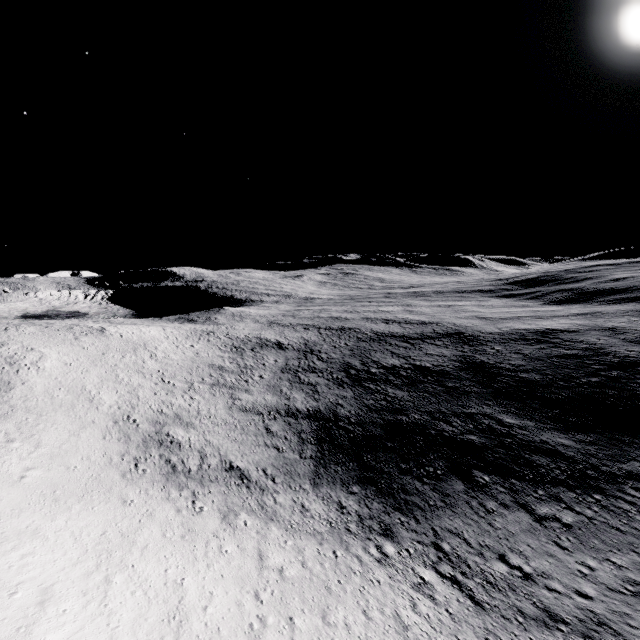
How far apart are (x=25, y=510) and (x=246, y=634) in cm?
1960
